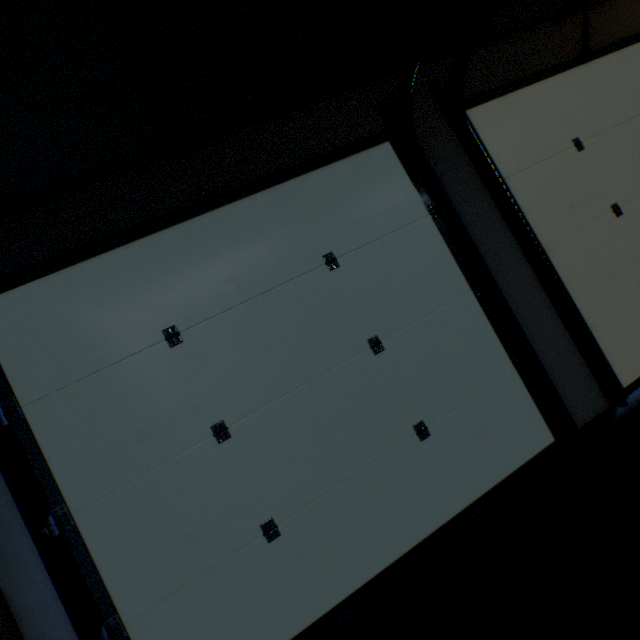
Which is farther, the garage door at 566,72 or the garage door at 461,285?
the garage door at 566,72

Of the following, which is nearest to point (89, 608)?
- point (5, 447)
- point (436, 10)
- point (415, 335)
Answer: point (5, 447)

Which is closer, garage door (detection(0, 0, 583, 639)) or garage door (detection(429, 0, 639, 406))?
garage door (detection(0, 0, 583, 639))
